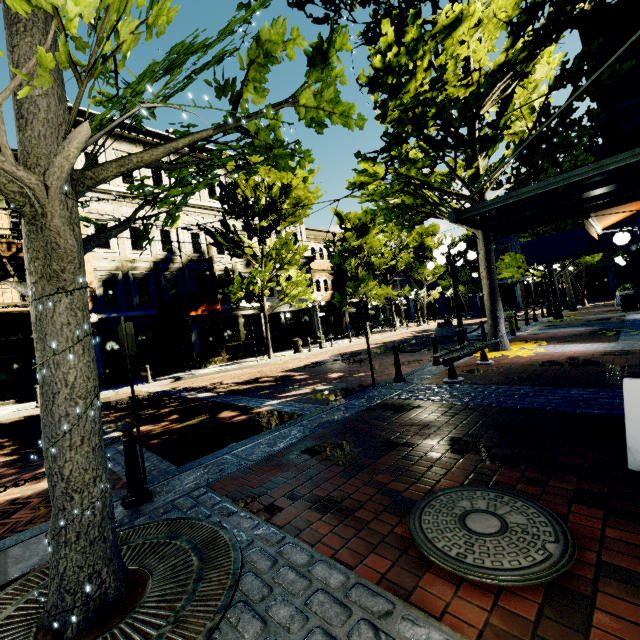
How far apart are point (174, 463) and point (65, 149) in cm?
458

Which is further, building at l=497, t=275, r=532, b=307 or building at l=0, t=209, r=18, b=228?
building at l=497, t=275, r=532, b=307

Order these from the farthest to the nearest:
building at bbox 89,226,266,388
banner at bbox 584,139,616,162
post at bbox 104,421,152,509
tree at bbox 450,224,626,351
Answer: building at bbox 89,226,266,388 → banner at bbox 584,139,616,162 → tree at bbox 450,224,626,351 → post at bbox 104,421,152,509

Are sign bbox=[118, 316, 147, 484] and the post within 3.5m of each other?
yes

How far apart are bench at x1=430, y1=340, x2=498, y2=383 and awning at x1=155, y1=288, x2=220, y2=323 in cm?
1211

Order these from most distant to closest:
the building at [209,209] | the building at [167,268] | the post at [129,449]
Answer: the building at [209,209] → the building at [167,268] → the post at [129,449]

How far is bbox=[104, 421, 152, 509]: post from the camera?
3.4m

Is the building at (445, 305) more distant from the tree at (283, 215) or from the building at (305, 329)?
the building at (305, 329)
